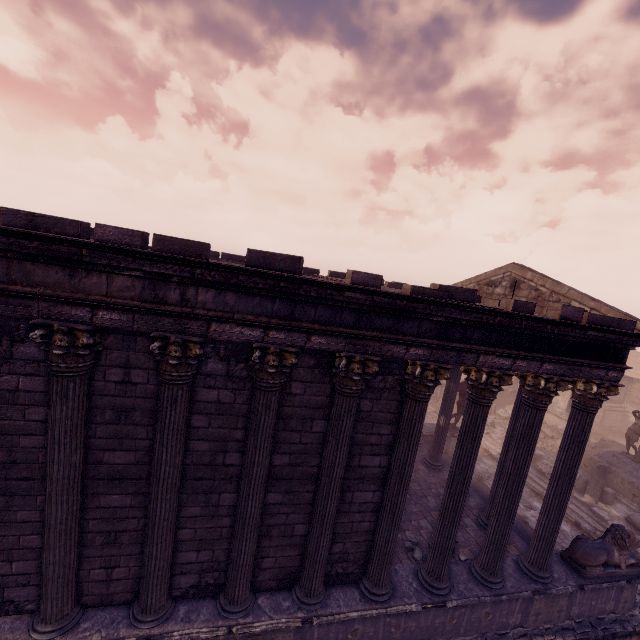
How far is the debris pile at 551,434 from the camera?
19.27m

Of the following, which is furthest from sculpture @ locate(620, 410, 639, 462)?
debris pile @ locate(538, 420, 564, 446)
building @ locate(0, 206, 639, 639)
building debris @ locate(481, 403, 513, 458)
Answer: building @ locate(0, 206, 639, 639)

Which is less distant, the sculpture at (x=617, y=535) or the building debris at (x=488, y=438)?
the sculpture at (x=617, y=535)

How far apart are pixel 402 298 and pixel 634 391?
30.8 meters

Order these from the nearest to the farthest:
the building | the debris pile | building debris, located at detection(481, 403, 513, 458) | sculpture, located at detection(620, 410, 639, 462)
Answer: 1. the building
2. sculpture, located at detection(620, 410, 639, 462)
3. building debris, located at detection(481, 403, 513, 458)
4. the debris pile

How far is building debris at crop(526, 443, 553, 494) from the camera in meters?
14.7

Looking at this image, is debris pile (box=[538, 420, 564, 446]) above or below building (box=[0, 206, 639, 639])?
below

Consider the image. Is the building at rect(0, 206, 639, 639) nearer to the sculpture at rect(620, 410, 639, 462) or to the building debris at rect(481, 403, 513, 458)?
the building debris at rect(481, 403, 513, 458)
